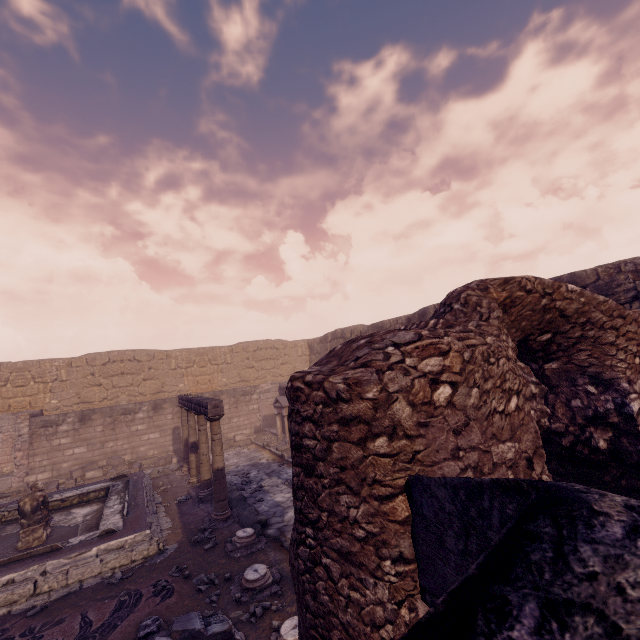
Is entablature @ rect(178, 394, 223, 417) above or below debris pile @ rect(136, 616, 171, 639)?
above

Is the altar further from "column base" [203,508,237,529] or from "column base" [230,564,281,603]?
"column base" [230,564,281,603]

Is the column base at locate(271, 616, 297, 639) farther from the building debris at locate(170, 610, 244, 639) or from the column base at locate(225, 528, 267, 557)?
the column base at locate(225, 528, 267, 557)

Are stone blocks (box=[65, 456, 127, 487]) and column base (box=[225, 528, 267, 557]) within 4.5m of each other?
no

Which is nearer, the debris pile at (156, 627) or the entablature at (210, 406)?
the debris pile at (156, 627)

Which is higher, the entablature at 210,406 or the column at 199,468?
the entablature at 210,406

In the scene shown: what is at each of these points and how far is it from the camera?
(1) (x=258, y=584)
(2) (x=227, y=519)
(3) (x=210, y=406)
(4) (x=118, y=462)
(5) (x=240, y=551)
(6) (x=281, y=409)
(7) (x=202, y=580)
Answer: (1) column base, 4.9m
(2) column base, 7.4m
(3) entablature, 7.4m
(4) stone blocks, 13.1m
(5) column base, 6.1m
(6) altar, 13.6m
(7) stone, 5.3m

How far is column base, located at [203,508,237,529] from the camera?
7.2m
